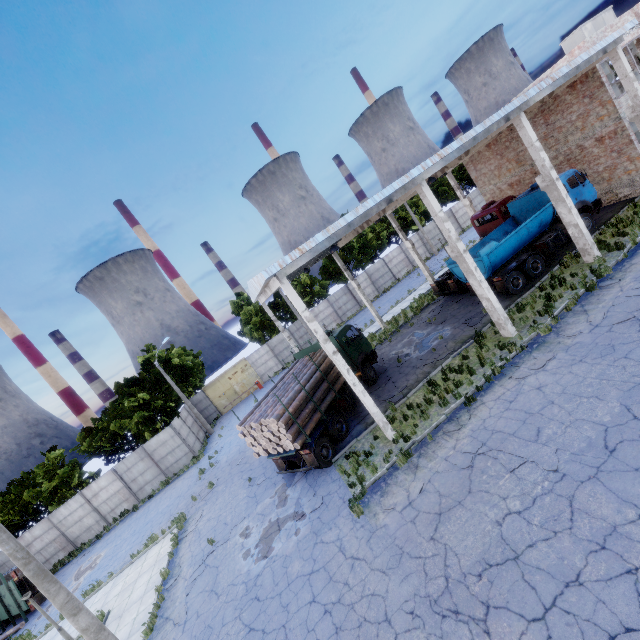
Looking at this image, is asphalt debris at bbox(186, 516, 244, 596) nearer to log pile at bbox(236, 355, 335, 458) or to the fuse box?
log pile at bbox(236, 355, 335, 458)

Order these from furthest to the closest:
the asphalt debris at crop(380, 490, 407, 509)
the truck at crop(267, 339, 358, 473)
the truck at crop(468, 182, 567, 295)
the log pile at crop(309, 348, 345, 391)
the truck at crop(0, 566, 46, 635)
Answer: the truck at crop(0, 566, 46, 635) → the truck at crop(468, 182, 567, 295) → the log pile at crop(309, 348, 345, 391) → the truck at crop(267, 339, 358, 473) → the asphalt debris at crop(380, 490, 407, 509)

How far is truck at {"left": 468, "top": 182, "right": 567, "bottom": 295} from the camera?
17.0 meters

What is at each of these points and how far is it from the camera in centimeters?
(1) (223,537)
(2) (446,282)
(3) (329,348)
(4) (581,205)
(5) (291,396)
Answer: (1) asphalt debris, 1421cm
(2) truck, 2248cm
(3) column beam, 1203cm
(4) truck, 1792cm
(5) log pile, 1373cm

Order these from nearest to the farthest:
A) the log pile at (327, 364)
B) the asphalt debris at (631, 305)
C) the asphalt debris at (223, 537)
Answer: the asphalt debris at (631, 305), the asphalt debris at (223, 537), the log pile at (327, 364)

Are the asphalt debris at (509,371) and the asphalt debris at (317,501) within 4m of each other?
no

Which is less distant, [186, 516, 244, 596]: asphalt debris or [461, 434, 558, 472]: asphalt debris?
[461, 434, 558, 472]: asphalt debris

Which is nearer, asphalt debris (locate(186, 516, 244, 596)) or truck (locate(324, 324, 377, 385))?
asphalt debris (locate(186, 516, 244, 596))
